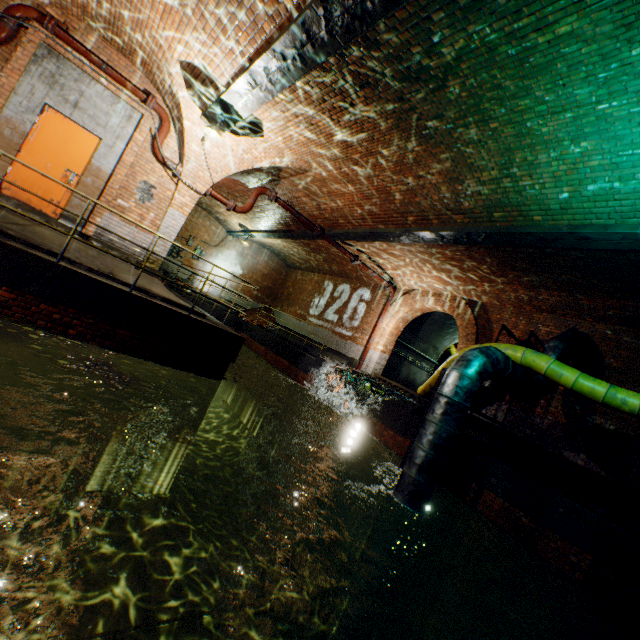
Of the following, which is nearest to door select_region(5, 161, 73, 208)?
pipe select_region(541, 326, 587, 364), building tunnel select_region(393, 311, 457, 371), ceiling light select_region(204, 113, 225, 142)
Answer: ceiling light select_region(204, 113, 225, 142)

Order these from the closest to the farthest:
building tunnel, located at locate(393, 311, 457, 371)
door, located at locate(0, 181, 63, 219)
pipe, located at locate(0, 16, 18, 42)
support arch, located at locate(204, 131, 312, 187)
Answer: pipe, located at locate(0, 16, 18, 42), door, located at locate(0, 181, 63, 219), support arch, located at locate(204, 131, 312, 187), building tunnel, located at locate(393, 311, 457, 371)

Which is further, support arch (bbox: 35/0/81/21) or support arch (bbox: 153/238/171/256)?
support arch (bbox: 153/238/171/256)

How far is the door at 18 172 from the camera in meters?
6.7

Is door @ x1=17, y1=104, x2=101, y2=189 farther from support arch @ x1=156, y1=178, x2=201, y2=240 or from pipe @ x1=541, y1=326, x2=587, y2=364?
pipe @ x1=541, y1=326, x2=587, y2=364

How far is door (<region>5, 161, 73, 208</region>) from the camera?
6.7 meters

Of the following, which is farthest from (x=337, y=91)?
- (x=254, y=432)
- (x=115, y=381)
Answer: (x=254, y=432)
